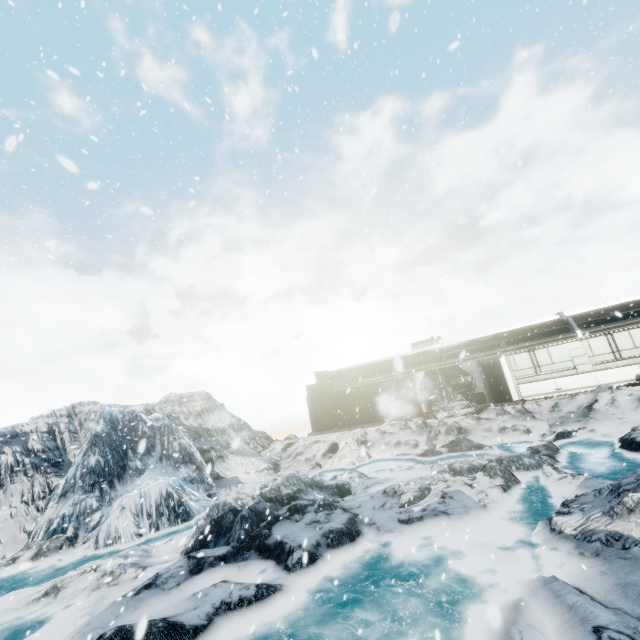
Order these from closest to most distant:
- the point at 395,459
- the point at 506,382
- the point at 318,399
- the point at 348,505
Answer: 1. the point at 348,505
2. the point at 395,459
3. the point at 506,382
4. the point at 318,399
